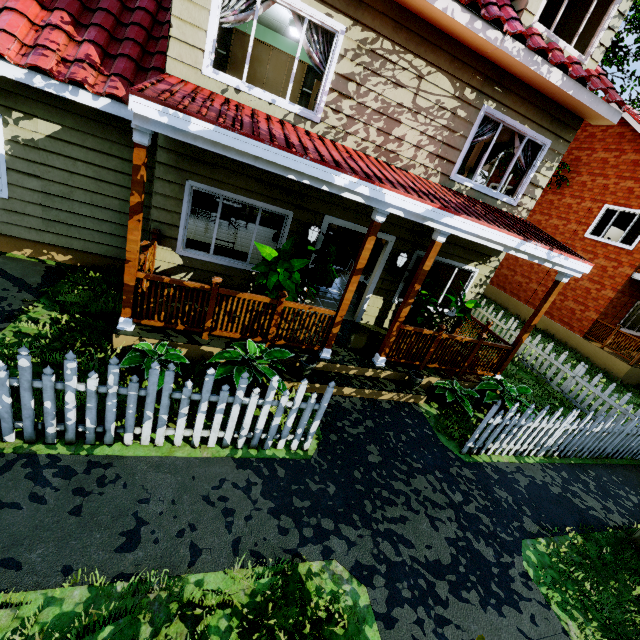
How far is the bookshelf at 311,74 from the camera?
9.20m

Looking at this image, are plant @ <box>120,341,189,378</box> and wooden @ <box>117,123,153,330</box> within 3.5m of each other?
yes

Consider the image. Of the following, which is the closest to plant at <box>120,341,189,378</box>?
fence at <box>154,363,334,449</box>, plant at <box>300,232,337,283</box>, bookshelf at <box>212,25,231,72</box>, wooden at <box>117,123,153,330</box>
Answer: wooden at <box>117,123,153,330</box>

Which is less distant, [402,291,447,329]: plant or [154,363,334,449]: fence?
[154,363,334,449]: fence

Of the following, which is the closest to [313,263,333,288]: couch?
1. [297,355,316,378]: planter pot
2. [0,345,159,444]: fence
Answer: [297,355,316,378]: planter pot

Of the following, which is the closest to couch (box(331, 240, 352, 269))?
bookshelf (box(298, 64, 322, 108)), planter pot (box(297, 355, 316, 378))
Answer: bookshelf (box(298, 64, 322, 108))

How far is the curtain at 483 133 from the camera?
6.56m

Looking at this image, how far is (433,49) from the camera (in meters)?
5.60
